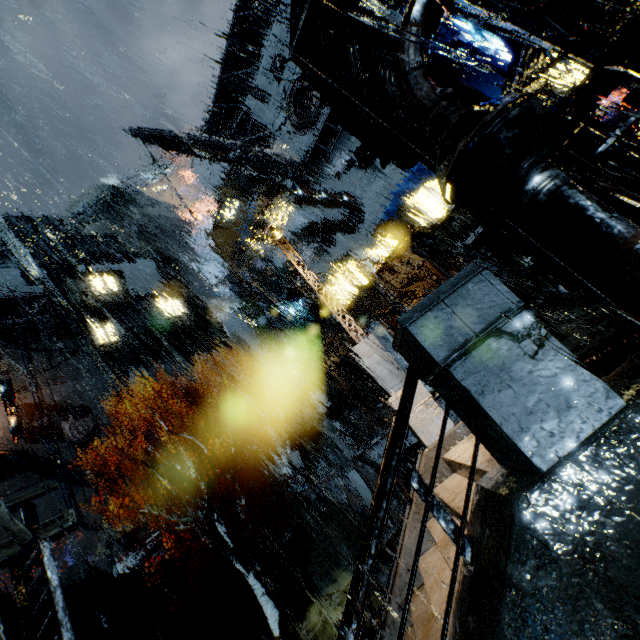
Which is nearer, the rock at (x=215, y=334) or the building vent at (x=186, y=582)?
the building vent at (x=186, y=582)

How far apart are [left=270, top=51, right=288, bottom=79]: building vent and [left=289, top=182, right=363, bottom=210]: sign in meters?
14.7

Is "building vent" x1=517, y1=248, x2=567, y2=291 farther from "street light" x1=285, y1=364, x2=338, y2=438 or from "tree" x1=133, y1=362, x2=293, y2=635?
"tree" x1=133, y1=362, x2=293, y2=635

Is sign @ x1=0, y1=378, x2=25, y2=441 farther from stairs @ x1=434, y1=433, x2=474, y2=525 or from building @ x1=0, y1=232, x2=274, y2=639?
stairs @ x1=434, y1=433, x2=474, y2=525

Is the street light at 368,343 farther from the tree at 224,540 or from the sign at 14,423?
the sign at 14,423

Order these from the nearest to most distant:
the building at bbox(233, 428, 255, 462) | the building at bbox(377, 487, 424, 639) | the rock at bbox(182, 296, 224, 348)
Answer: the building at bbox(377, 487, 424, 639) → the building at bbox(233, 428, 255, 462) → the rock at bbox(182, 296, 224, 348)

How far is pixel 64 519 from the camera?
8.48m

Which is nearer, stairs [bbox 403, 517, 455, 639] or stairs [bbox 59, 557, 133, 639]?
stairs [bbox 403, 517, 455, 639]
